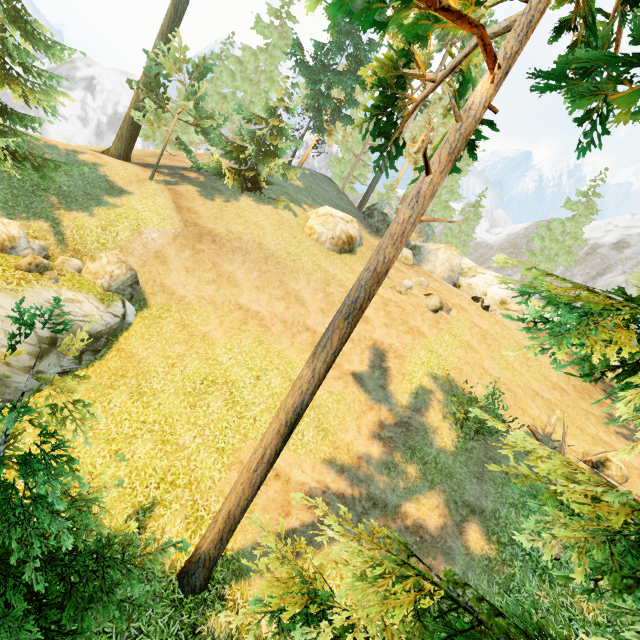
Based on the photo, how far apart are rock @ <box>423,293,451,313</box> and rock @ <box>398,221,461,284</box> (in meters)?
8.60

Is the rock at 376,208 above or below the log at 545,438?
above

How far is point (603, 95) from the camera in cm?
427

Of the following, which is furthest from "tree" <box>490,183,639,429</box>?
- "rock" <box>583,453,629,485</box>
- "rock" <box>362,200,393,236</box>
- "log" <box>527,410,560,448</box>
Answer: "rock" <box>362,200,393,236</box>

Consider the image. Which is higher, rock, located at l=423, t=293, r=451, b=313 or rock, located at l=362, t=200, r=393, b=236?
rock, located at l=362, t=200, r=393, b=236

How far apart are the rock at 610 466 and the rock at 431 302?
9.65m

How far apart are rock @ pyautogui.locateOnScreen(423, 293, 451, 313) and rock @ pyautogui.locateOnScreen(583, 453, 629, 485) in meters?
9.6 m

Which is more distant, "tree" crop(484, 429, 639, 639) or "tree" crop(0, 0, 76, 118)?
"tree" crop(0, 0, 76, 118)
